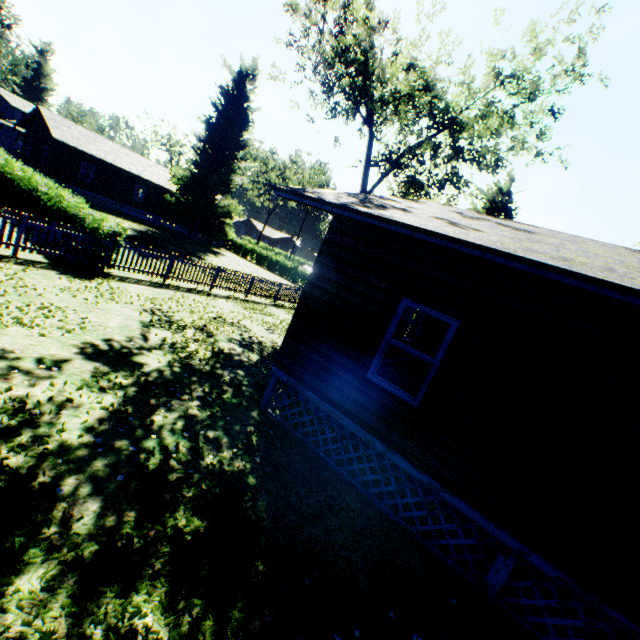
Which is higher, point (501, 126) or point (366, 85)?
point (501, 126)

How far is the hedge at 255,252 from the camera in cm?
3859

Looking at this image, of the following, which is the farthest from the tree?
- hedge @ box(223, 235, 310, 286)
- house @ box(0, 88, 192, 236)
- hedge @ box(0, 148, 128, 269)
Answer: house @ box(0, 88, 192, 236)

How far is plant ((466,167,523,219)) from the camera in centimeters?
2642cm

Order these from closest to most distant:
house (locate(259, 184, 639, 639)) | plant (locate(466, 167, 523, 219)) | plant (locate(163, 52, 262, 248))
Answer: house (locate(259, 184, 639, 639))
plant (locate(466, 167, 523, 219))
plant (locate(163, 52, 262, 248))

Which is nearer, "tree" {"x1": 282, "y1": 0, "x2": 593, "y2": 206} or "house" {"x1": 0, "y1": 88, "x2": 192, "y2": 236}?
"tree" {"x1": 282, "y1": 0, "x2": 593, "y2": 206}

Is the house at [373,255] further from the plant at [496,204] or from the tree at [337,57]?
the tree at [337,57]

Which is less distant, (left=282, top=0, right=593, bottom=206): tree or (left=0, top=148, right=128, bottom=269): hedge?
(left=0, top=148, right=128, bottom=269): hedge
